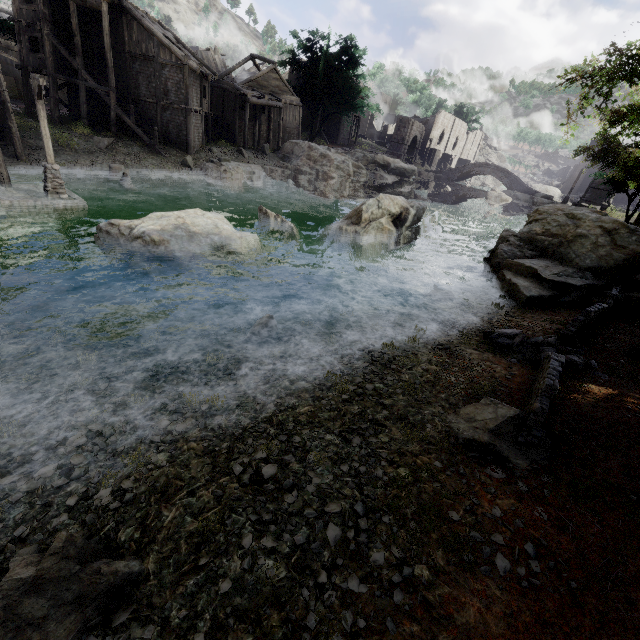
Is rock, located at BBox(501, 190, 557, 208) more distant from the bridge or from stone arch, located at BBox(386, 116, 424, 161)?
stone arch, located at BBox(386, 116, 424, 161)

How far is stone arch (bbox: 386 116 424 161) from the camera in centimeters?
5469cm

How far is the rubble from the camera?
8.4 meters

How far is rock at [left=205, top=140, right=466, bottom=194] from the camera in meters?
32.9 m

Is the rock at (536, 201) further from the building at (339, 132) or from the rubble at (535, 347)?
the rubble at (535, 347)

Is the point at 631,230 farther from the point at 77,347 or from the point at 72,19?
the point at 72,19

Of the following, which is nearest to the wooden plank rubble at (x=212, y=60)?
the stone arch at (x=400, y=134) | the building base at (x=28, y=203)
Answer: the stone arch at (x=400, y=134)

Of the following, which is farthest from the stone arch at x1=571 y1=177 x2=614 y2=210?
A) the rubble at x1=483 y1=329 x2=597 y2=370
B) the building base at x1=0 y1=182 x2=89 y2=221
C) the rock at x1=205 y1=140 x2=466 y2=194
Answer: the building base at x1=0 y1=182 x2=89 y2=221
